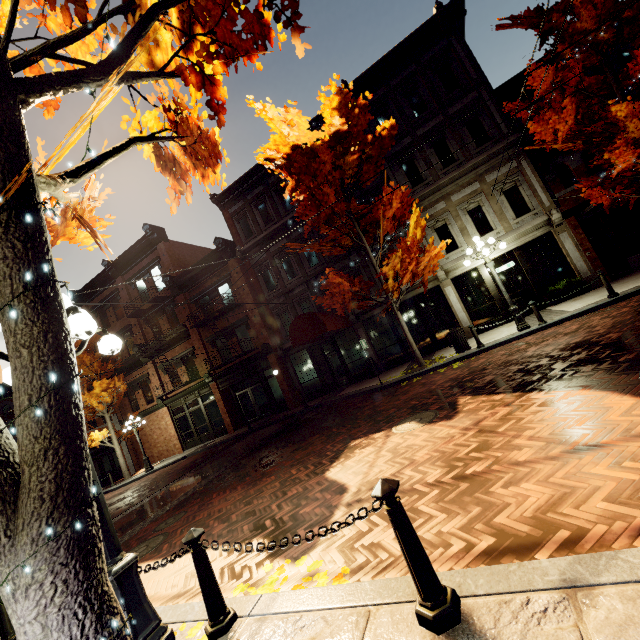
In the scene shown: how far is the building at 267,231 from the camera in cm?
1922

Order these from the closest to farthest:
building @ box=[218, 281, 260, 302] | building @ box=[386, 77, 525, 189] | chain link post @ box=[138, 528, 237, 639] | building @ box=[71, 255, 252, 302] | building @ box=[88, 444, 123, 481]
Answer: chain link post @ box=[138, 528, 237, 639], building @ box=[386, 77, 525, 189], building @ box=[218, 281, 260, 302], building @ box=[71, 255, 252, 302], building @ box=[88, 444, 123, 481]

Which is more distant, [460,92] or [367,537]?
[460,92]

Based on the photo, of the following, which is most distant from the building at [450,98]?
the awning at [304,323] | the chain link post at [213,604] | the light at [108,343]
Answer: the chain link post at [213,604]

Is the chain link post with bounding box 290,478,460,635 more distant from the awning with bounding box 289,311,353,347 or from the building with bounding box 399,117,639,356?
the awning with bounding box 289,311,353,347

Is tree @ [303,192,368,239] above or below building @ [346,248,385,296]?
above

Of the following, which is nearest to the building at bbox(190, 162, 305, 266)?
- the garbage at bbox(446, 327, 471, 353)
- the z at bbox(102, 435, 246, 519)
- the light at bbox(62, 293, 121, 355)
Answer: the z at bbox(102, 435, 246, 519)
